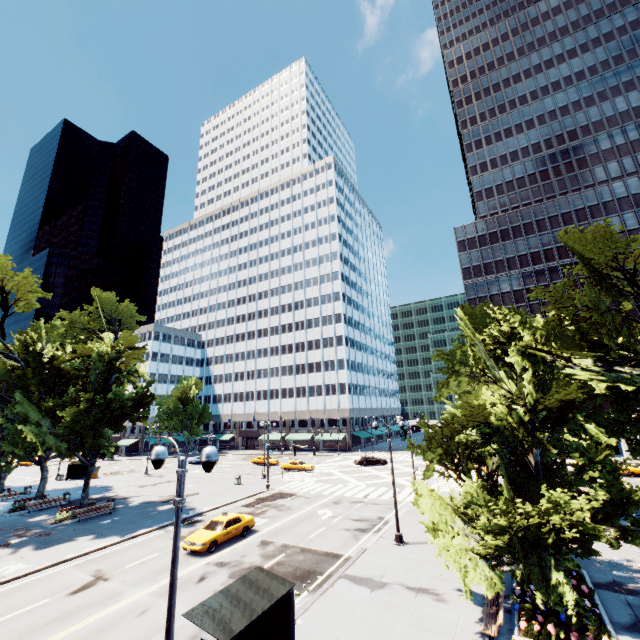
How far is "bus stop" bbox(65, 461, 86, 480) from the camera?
Result: 47.5m

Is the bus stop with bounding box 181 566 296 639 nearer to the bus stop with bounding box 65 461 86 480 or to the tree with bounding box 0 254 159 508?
the tree with bounding box 0 254 159 508

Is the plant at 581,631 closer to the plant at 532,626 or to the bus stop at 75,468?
the plant at 532,626

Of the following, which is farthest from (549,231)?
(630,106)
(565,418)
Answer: (565,418)

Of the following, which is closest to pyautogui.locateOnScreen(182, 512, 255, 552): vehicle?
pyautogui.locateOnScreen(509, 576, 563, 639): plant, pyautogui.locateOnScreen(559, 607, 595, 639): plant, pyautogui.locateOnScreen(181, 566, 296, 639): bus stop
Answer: pyautogui.locateOnScreen(181, 566, 296, 639): bus stop

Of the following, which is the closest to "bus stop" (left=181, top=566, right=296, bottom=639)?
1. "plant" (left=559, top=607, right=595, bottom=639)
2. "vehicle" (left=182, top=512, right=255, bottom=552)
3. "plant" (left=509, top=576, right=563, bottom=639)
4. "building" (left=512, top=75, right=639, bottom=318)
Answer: "plant" (left=509, top=576, right=563, bottom=639)

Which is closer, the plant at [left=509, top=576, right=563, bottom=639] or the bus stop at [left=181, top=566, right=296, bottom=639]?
the bus stop at [left=181, top=566, right=296, bottom=639]

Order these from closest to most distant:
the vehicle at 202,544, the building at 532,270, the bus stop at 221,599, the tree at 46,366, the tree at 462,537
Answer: the bus stop at 221,599
the tree at 462,537
the vehicle at 202,544
the tree at 46,366
the building at 532,270
